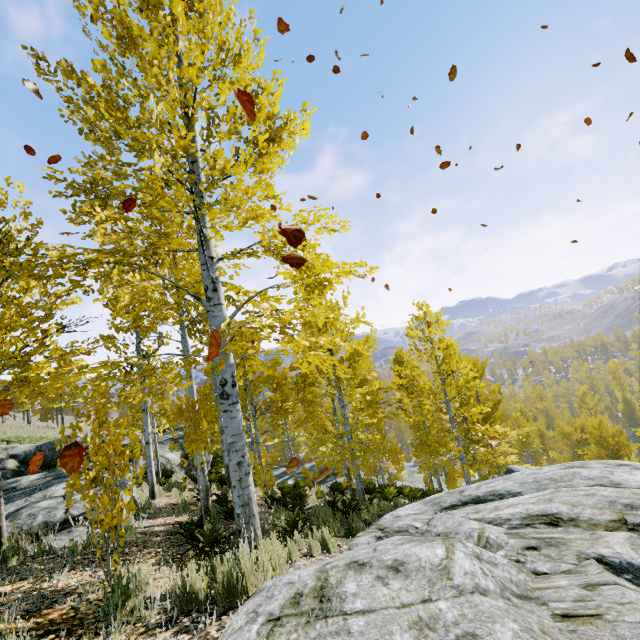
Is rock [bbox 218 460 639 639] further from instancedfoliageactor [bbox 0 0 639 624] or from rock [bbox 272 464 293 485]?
rock [bbox 272 464 293 485]

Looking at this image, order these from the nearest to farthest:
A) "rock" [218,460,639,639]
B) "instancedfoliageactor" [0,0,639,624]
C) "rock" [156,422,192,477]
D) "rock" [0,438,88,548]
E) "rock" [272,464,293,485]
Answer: "rock" [218,460,639,639], "instancedfoliageactor" [0,0,639,624], "rock" [0,438,88,548], "rock" [156,422,192,477], "rock" [272,464,293,485]

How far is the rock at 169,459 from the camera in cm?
1747

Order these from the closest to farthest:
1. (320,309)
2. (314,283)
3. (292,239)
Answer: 1. (292,239)
2. (320,309)
3. (314,283)

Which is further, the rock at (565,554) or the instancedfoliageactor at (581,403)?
the instancedfoliageactor at (581,403)

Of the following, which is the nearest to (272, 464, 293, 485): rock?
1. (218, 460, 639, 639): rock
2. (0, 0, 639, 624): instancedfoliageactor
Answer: (0, 0, 639, 624): instancedfoliageactor

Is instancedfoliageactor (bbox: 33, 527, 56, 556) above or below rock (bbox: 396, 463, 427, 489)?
above

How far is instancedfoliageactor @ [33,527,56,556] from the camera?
5.02m
